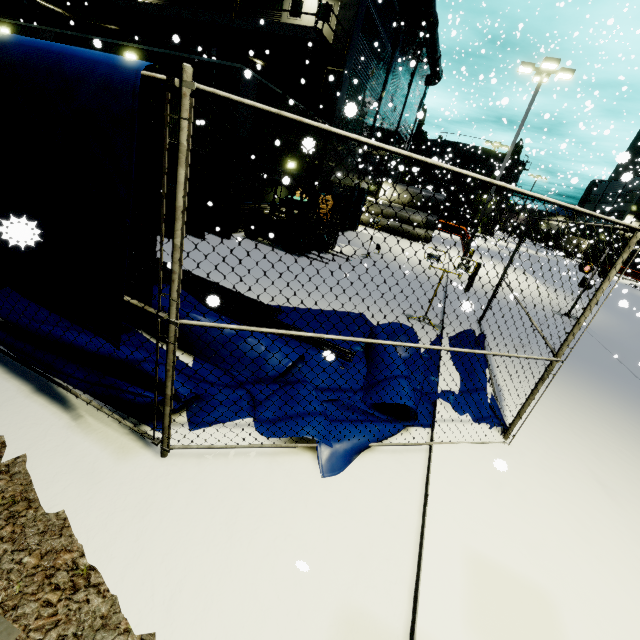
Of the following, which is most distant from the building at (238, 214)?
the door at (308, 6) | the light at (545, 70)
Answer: the light at (545, 70)

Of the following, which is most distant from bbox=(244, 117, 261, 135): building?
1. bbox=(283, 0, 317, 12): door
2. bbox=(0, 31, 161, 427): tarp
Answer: bbox=(0, 31, 161, 427): tarp

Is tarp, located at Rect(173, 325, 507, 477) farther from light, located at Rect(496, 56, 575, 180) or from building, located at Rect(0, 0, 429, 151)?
light, located at Rect(496, 56, 575, 180)

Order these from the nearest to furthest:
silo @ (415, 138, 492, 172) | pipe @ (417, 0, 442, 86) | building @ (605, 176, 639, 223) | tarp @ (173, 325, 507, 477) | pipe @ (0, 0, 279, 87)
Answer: tarp @ (173, 325, 507, 477), pipe @ (0, 0, 279, 87), pipe @ (417, 0, 442, 86), silo @ (415, 138, 492, 172), building @ (605, 176, 639, 223)

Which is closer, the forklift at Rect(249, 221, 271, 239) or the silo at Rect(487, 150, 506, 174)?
the forklift at Rect(249, 221, 271, 239)

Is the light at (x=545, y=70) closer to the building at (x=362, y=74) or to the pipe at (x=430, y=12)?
the building at (x=362, y=74)

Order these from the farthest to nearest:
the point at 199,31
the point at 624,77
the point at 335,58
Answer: the point at 624,77 → the point at 199,31 → the point at 335,58

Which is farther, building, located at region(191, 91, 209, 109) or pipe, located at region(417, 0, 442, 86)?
pipe, located at region(417, 0, 442, 86)
